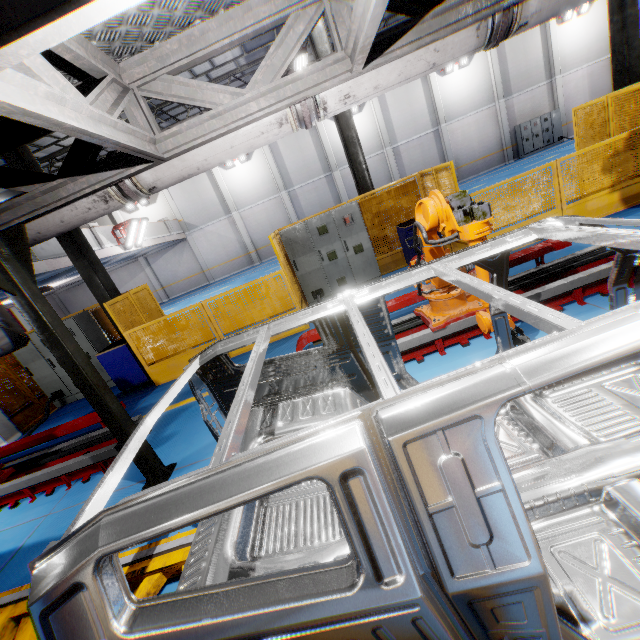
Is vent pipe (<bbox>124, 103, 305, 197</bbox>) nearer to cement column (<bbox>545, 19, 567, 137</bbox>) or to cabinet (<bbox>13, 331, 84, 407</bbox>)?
cabinet (<bbox>13, 331, 84, 407</bbox>)

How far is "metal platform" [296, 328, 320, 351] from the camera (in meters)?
5.29

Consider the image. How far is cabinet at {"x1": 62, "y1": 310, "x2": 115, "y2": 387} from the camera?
8.5 meters

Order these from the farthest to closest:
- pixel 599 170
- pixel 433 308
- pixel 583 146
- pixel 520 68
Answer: pixel 520 68, pixel 583 146, pixel 599 170, pixel 433 308

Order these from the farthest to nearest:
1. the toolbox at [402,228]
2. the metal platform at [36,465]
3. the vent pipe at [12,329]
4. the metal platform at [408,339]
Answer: the toolbox at [402,228]
the metal platform at [36,465]
the metal platform at [408,339]
the vent pipe at [12,329]

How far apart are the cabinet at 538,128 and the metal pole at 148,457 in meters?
28.0 m

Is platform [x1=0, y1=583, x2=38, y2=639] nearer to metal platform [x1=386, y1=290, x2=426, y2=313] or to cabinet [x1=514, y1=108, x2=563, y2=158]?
metal platform [x1=386, y1=290, x2=426, y2=313]

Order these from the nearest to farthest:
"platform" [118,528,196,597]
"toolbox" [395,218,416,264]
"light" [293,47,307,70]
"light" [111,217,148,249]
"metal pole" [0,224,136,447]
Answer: "platform" [118,528,196,597], "metal pole" [0,224,136,447], "toolbox" [395,218,416,264], "light" [293,47,307,70], "light" [111,217,148,249]
